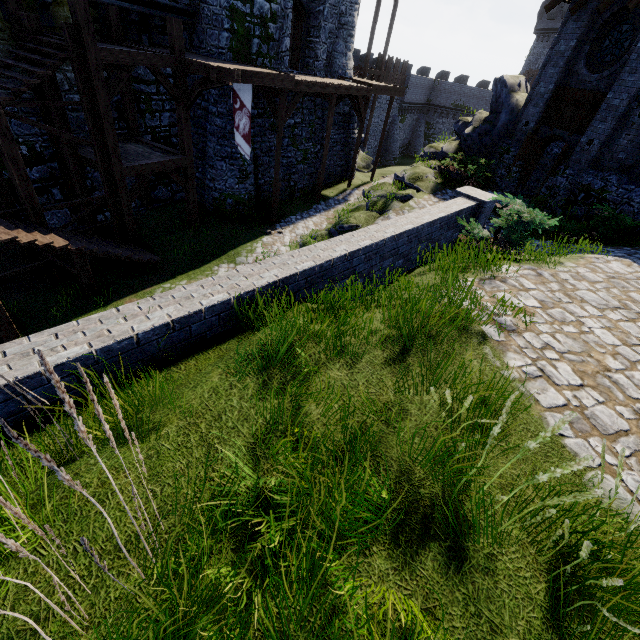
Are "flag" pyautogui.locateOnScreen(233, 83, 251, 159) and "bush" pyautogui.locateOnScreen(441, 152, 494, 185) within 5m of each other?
no

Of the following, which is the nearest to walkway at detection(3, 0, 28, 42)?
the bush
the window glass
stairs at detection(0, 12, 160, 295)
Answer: stairs at detection(0, 12, 160, 295)

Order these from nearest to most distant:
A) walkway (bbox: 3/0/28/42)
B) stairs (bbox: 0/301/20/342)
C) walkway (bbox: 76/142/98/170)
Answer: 1. stairs (bbox: 0/301/20/342)
2. walkway (bbox: 3/0/28/42)
3. walkway (bbox: 76/142/98/170)

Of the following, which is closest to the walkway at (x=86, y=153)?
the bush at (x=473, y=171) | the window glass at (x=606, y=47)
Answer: the bush at (x=473, y=171)

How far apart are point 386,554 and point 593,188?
15.97m

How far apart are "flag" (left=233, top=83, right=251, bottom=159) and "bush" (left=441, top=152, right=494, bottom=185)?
9.37m

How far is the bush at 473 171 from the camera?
15.7m

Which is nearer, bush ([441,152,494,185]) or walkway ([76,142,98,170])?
walkway ([76,142,98,170])
